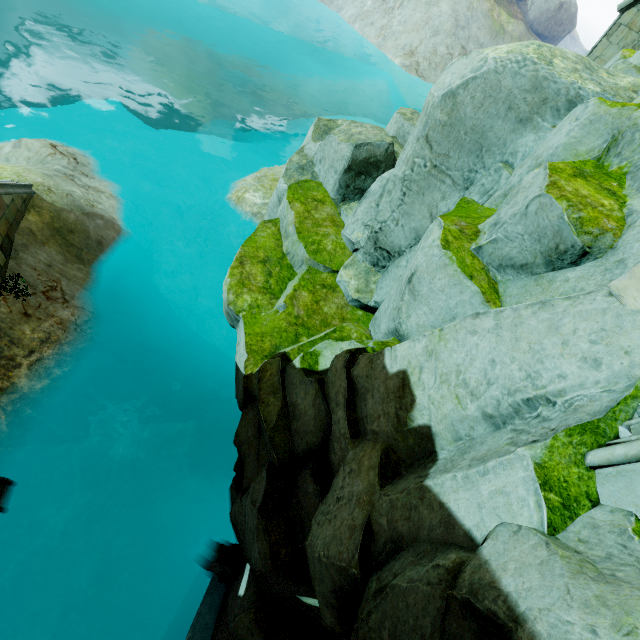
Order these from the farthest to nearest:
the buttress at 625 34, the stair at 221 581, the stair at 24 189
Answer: the buttress at 625 34 < the stair at 24 189 < the stair at 221 581

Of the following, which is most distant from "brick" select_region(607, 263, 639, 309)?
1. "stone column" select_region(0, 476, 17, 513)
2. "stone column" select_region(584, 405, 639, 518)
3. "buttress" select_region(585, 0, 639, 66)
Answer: "buttress" select_region(585, 0, 639, 66)

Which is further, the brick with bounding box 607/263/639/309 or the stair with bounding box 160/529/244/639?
the stair with bounding box 160/529/244/639

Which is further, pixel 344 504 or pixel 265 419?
pixel 265 419

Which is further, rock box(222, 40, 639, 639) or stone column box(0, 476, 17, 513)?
stone column box(0, 476, 17, 513)

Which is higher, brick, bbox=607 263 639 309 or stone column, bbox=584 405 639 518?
brick, bbox=607 263 639 309

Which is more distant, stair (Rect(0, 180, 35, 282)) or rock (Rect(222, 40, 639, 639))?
stair (Rect(0, 180, 35, 282))

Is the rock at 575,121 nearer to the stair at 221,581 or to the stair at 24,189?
the stair at 221,581
